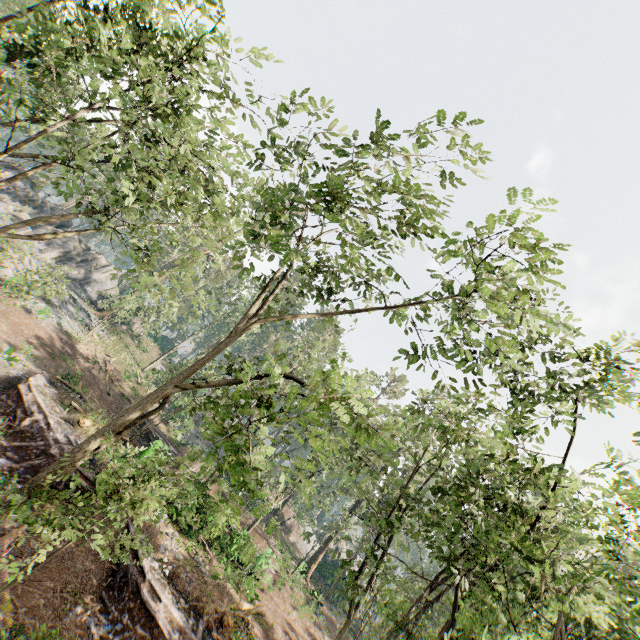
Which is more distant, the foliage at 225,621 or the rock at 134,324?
the rock at 134,324

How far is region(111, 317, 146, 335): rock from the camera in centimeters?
4338cm

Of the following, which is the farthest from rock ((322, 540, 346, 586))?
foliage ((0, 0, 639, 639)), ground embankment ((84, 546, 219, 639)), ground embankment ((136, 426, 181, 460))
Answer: ground embankment ((84, 546, 219, 639))

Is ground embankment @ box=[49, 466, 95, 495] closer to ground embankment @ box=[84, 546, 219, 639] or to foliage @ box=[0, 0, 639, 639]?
ground embankment @ box=[84, 546, 219, 639]

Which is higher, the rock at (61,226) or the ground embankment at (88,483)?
the rock at (61,226)

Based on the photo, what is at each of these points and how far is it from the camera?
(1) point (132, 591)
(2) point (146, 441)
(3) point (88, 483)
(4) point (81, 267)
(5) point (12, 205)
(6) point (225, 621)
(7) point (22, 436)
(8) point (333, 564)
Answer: (1) ground embankment, 13.77m
(2) ground embankment, 29.70m
(3) ground embankment, 16.73m
(4) rock, 42.50m
(5) rock, 40.00m
(6) foliage, 15.34m
(7) ground embankment, 17.14m
(8) rock, 46.44m

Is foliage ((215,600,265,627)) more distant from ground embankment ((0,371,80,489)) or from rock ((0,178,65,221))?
ground embankment ((0,371,80,489))

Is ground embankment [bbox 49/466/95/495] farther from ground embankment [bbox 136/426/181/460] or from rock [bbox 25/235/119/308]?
rock [bbox 25/235/119/308]
